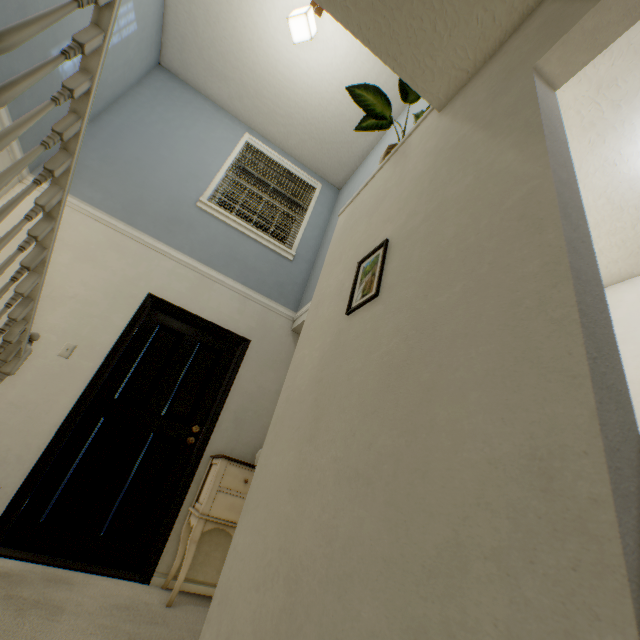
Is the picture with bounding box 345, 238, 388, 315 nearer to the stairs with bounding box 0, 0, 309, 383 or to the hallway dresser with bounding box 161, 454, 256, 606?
the stairs with bounding box 0, 0, 309, 383

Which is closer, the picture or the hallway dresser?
the picture

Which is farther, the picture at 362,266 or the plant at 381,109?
the plant at 381,109

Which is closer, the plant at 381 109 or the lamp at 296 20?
the plant at 381 109

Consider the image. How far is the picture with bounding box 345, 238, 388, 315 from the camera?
1.25m

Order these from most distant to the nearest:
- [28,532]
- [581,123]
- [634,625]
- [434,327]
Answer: [28,532] → [581,123] → [434,327] → [634,625]

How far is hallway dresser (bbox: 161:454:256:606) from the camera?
2.3m

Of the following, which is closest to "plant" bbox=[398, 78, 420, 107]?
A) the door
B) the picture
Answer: the picture
